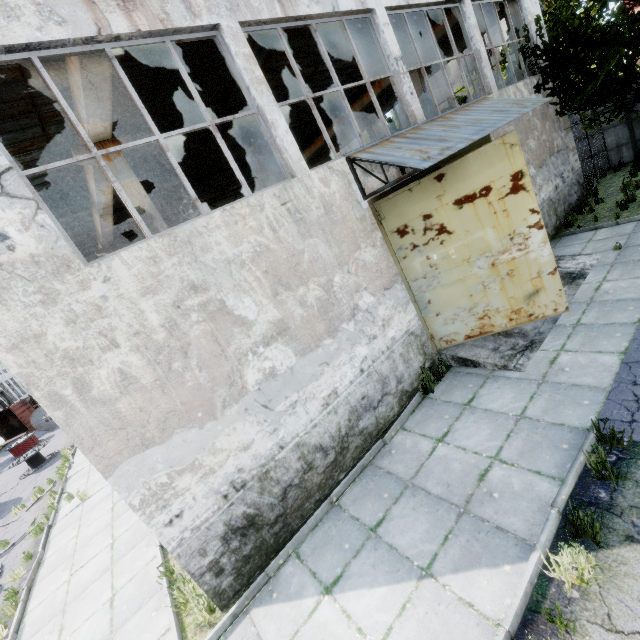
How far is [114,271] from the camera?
4.37m

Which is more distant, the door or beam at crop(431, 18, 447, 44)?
beam at crop(431, 18, 447, 44)

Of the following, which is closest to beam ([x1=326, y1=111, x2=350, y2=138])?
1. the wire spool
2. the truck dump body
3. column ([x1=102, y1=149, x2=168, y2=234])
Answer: column ([x1=102, y1=149, x2=168, y2=234])

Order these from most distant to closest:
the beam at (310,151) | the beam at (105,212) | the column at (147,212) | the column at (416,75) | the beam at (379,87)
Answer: the beam at (310,151), the beam at (379,87), the column at (416,75), the beam at (105,212), the column at (147,212)

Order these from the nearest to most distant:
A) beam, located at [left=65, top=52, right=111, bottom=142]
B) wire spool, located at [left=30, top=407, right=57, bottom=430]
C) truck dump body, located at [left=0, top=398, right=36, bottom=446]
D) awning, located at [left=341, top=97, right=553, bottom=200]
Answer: beam, located at [left=65, top=52, right=111, bottom=142] < awning, located at [left=341, top=97, right=553, bottom=200] < wire spool, located at [left=30, top=407, right=57, bottom=430] < truck dump body, located at [left=0, top=398, right=36, bottom=446]

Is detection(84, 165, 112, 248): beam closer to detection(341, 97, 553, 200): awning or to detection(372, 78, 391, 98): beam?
detection(341, 97, 553, 200): awning

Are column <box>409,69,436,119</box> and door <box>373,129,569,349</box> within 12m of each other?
yes

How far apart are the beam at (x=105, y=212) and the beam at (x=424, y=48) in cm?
1185
